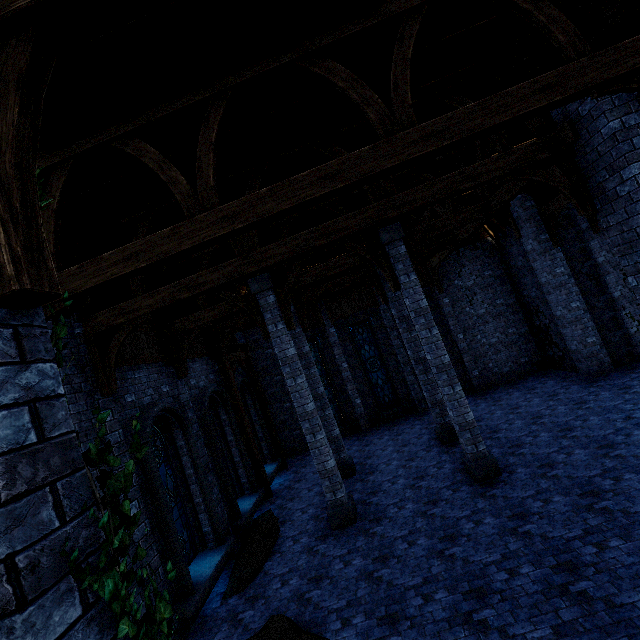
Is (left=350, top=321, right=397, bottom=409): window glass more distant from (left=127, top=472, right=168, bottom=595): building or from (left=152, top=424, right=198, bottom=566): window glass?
(left=152, top=424, right=198, bottom=566): window glass

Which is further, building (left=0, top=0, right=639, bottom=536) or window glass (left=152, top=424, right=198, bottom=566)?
window glass (left=152, top=424, right=198, bottom=566)

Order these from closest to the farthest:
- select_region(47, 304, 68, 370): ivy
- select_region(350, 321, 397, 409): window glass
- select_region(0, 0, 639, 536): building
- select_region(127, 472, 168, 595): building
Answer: select_region(47, 304, 68, 370): ivy < select_region(0, 0, 639, 536): building < select_region(127, 472, 168, 595): building < select_region(350, 321, 397, 409): window glass

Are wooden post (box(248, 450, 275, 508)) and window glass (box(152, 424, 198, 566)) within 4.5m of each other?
yes

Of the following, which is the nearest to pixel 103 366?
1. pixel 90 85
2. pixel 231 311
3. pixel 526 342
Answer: pixel 231 311

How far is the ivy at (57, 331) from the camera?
1.8 meters

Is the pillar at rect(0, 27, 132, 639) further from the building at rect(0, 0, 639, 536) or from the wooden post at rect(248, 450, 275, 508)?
the wooden post at rect(248, 450, 275, 508)

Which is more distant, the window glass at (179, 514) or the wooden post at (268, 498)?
the wooden post at (268, 498)
